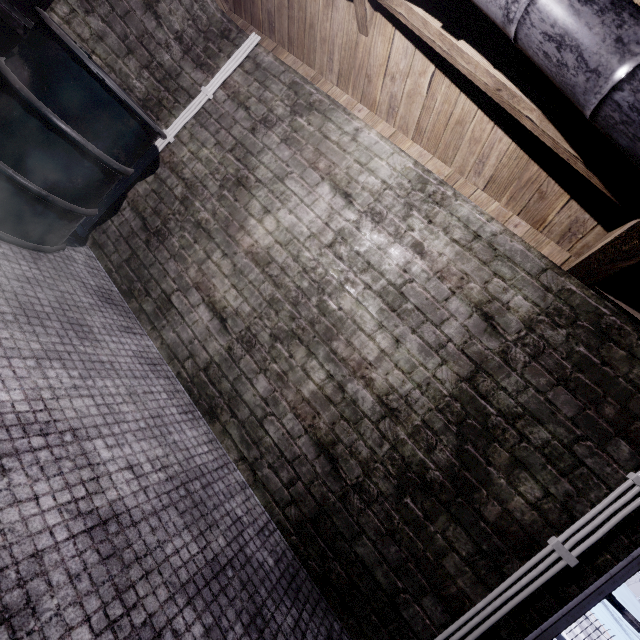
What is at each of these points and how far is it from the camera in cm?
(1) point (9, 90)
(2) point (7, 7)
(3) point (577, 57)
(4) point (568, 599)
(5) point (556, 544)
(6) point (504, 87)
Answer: (1) barrel, 155
(2) sink, 160
(3) pipe, 80
(4) window, 137
(5) wire, 137
(6) beam, 130

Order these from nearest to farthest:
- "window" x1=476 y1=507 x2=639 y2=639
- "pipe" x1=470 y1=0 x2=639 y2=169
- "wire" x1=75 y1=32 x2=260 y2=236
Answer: "pipe" x1=470 y1=0 x2=639 y2=169
"window" x1=476 y1=507 x2=639 y2=639
"wire" x1=75 y1=32 x2=260 y2=236

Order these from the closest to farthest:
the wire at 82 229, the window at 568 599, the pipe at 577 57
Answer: the pipe at 577 57 → the window at 568 599 → the wire at 82 229

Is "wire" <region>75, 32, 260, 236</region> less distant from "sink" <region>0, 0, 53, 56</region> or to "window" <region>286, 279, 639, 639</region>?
"sink" <region>0, 0, 53, 56</region>

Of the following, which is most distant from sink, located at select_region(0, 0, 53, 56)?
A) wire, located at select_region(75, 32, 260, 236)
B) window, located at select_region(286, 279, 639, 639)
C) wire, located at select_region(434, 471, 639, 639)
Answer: wire, located at select_region(434, 471, 639, 639)

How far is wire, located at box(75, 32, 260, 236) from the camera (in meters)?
2.34

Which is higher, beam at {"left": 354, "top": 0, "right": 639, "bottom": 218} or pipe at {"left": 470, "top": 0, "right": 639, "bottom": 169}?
beam at {"left": 354, "top": 0, "right": 639, "bottom": 218}

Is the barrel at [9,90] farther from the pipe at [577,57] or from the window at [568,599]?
the window at [568,599]
